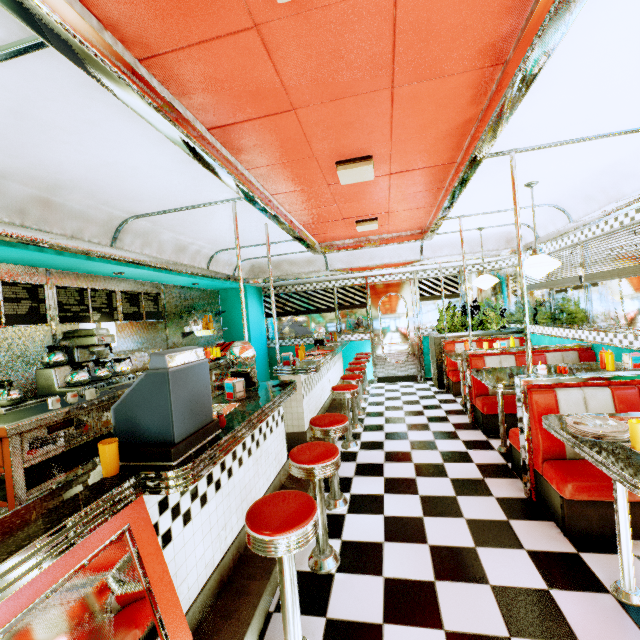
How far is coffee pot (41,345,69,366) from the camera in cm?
351

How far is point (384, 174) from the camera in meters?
3.4 m

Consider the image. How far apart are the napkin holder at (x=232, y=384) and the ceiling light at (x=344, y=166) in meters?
2.1

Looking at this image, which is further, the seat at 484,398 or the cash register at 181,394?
the seat at 484,398

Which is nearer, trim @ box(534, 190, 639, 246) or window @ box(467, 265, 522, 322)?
trim @ box(534, 190, 639, 246)

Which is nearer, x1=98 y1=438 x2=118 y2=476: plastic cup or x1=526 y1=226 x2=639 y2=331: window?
x1=98 y1=438 x2=118 y2=476: plastic cup

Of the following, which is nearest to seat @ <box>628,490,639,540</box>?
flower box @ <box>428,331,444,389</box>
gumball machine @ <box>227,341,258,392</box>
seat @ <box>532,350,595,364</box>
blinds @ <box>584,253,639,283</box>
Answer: blinds @ <box>584,253,639,283</box>

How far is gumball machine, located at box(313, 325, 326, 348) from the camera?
6.6 meters
